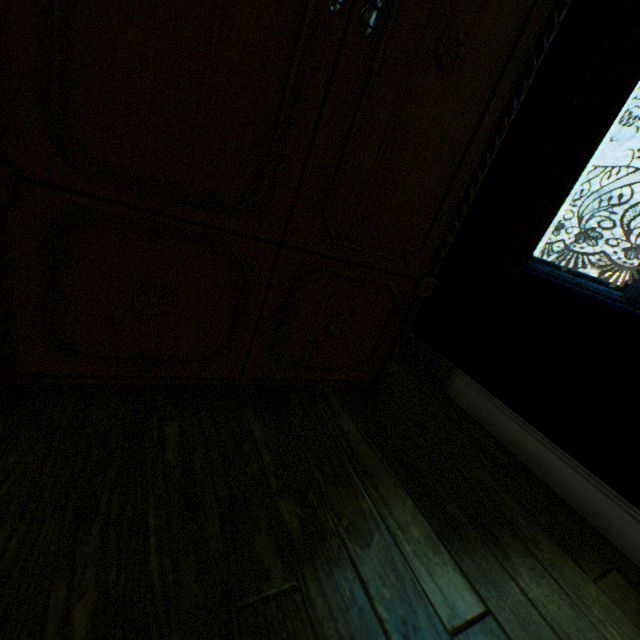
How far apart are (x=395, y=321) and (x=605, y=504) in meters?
1.0
